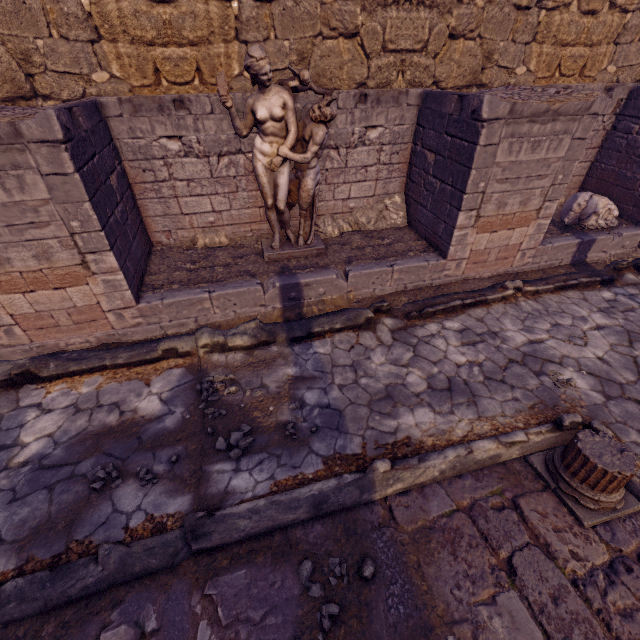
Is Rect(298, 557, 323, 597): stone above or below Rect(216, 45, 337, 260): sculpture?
below

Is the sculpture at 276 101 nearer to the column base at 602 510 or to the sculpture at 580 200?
the column base at 602 510

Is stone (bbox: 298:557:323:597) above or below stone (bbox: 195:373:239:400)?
above

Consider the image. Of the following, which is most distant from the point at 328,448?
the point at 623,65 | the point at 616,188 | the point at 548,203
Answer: the point at 623,65

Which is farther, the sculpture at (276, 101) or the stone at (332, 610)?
the sculpture at (276, 101)

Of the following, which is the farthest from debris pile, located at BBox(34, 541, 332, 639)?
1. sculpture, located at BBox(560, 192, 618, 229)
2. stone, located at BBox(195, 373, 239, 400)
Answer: sculpture, located at BBox(560, 192, 618, 229)

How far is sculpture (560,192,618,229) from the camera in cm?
598

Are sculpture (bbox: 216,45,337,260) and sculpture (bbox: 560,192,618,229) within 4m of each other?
no
